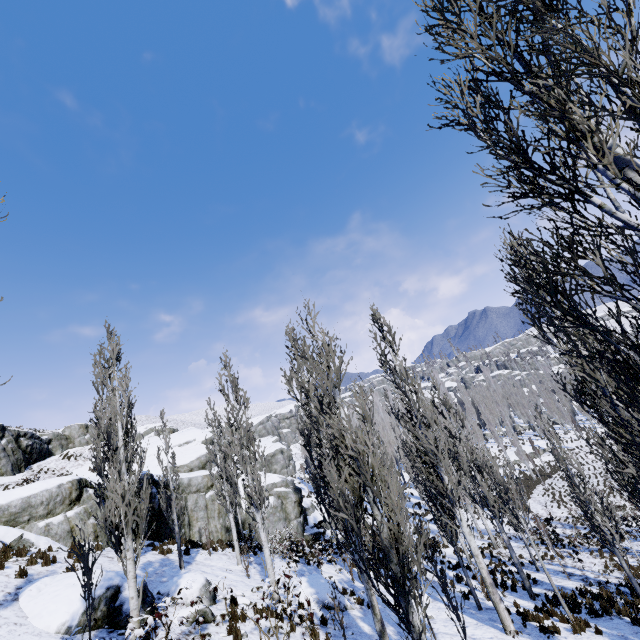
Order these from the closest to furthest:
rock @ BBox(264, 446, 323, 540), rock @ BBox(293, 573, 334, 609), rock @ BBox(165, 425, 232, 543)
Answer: rock @ BBox(293, 573, 334, 609) < rock @ BBox(165, 425, 232, 543) < rock @ BBox(264, 446, 323, 540)

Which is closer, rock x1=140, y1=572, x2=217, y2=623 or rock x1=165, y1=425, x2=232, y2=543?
rock x1=140, y1=572, x2=217, y2=623

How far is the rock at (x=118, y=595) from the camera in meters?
8.1

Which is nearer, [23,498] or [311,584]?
[311,584]

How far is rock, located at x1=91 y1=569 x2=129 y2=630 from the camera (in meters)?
A: 8.09

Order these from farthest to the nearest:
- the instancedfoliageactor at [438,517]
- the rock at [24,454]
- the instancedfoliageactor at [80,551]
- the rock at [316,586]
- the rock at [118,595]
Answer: the rock at [24,454] → the rock at [316,586] → the rock at [118,595] → the instancedfoliageactor at [80,551] → the instancedfoliageactor at [438,517]

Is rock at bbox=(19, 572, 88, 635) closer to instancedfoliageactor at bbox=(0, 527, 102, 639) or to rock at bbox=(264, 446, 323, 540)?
instancedfoliageactor at bbox=(0, 527, 102, 639)

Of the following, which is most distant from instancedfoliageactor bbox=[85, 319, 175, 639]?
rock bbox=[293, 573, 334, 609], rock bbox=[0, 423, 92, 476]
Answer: rock bbox=[0, 423, 92, 476]
